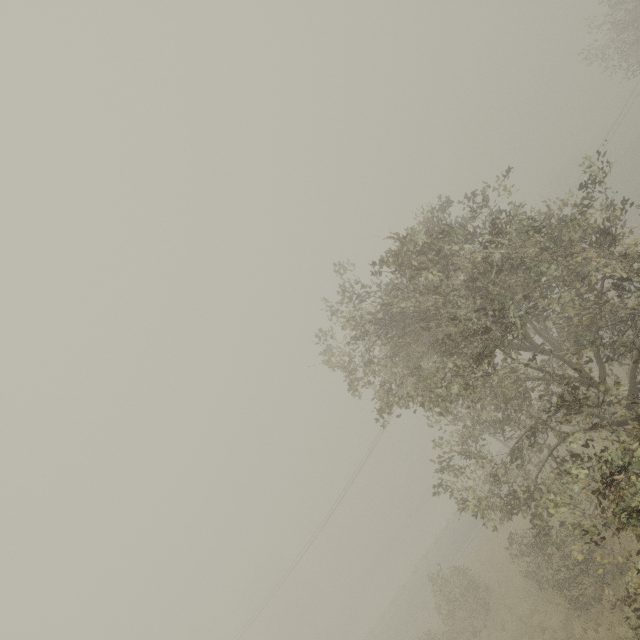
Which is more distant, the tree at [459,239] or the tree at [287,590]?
the tree at [287,590]

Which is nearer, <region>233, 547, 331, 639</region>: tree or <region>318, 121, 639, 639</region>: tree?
<region>318, 121, 639, 639</region>: tree

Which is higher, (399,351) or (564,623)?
(399,351)
